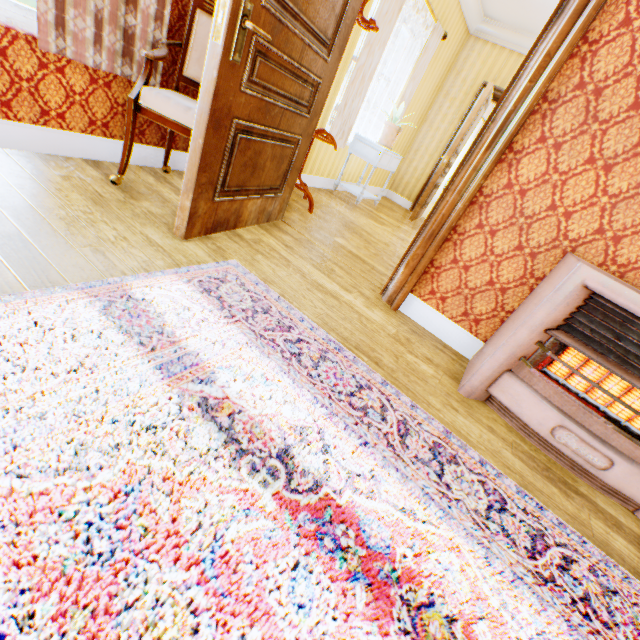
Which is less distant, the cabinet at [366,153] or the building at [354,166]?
the cabinet at [366,153]

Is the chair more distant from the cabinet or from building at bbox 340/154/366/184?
the cabinet

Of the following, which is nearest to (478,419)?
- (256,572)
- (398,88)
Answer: (256,572)

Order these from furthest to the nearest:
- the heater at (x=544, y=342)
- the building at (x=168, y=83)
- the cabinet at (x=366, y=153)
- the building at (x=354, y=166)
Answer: the building at (x=354, y=166), the cabinet at (x=366, y=153), the building at (x=168, y=83), the heater at (x=544, y=342)

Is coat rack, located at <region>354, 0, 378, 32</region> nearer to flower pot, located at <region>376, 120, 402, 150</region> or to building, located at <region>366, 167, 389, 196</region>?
building, located at <region>366, 167, 389, 196</region>

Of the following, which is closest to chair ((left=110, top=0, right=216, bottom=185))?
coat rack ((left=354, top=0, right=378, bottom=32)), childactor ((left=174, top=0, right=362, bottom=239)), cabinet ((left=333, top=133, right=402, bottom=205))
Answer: childactor ((left=174, top=0, right=362, bottom=239))

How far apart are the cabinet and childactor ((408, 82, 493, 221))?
0.8 meters

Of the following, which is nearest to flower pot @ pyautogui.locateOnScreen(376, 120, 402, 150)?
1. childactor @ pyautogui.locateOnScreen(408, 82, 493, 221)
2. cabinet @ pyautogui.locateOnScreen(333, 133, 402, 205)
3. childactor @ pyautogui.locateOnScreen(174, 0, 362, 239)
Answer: cabinet @ pyautogui.locateOnScreen(333, 133, 402, 205)
